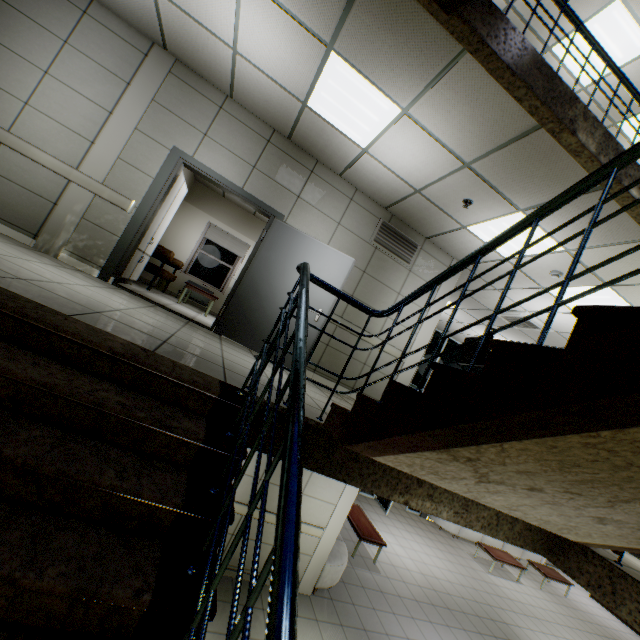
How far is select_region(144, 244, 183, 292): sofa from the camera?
6.57m

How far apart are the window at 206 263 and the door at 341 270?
4.9 meters

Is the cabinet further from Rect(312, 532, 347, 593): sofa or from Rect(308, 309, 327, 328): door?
Rect(312, 532, 347, 593): sofa

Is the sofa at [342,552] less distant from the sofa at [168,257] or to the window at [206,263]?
the window at [206,263]

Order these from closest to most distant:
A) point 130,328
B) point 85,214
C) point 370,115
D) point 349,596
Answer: point 130,328 < point 370,115 < point 85,214 < point 349,596

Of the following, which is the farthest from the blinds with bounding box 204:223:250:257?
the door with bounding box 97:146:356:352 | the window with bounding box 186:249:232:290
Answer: the door with bounding box 97:146:356:352

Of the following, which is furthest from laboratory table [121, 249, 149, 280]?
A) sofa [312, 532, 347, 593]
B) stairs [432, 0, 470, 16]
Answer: sofa [312, 532, 347, 593]

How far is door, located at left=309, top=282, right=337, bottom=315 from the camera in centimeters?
504cm
